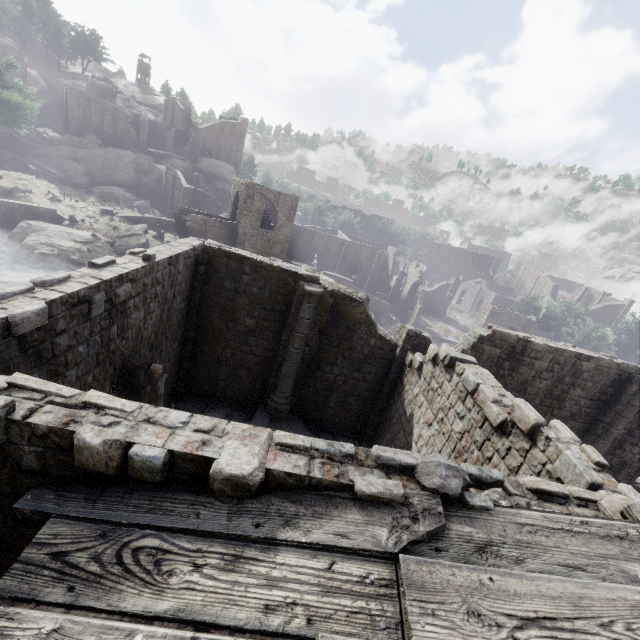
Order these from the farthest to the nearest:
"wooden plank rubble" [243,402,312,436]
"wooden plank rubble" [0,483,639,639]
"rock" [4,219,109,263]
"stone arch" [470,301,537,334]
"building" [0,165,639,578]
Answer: "stone arch" [470,301,537,334] → "rock" [4,219,109,263] → "wooden plank rubble" [243,402,312,436] → "building" [0,165,639,578] → "wooden plank rubble" [0,483,639,639]

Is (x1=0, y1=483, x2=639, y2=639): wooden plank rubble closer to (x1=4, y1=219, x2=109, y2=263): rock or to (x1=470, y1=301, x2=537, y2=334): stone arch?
(x1=4, y1=219, x2=109, y2=263): rock

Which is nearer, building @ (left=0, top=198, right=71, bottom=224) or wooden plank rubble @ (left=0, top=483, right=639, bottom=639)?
wooden plank rubble @ (left=0, top=483, right=639, bottom=639)

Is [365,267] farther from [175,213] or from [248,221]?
[175,213]

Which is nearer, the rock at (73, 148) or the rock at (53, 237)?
the rock at (53, 237)

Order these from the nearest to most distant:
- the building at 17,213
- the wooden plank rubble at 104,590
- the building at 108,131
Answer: the wooden plank rubble at 104,590, the building at 17,213, the building at 108,131

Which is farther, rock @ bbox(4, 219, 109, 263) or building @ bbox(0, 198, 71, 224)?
building @ bbox(0, 198, 71, 224)

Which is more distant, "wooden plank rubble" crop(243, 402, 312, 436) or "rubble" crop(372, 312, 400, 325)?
"rubble" crop(372, 312, 400, 325)
